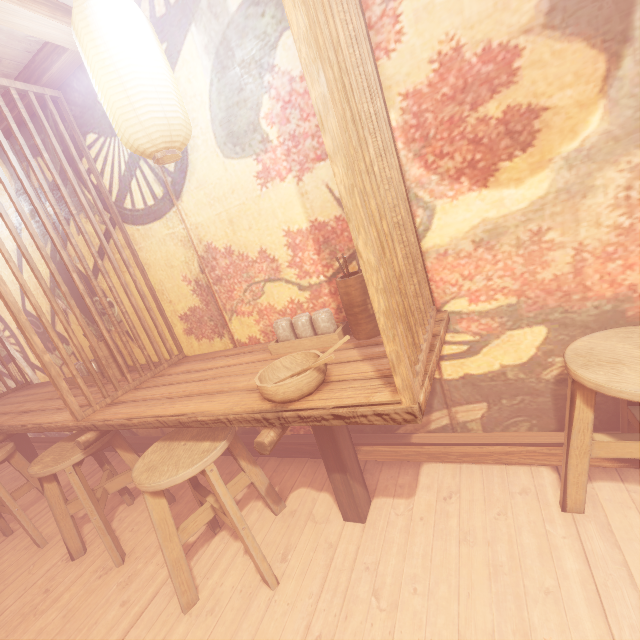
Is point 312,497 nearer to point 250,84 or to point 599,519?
point 599,519

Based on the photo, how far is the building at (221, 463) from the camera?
4.3 meters

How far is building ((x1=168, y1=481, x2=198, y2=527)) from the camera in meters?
3.9

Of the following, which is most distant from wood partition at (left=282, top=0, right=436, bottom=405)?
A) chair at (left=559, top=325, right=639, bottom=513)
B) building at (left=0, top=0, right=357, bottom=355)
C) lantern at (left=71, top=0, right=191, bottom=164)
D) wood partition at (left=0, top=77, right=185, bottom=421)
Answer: wood partition at (left=0, top=77, right=185, bottom=421)

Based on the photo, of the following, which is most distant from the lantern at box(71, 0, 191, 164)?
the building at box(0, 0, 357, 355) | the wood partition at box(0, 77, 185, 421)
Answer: the wood partition at box(0, 77, 185, 421)

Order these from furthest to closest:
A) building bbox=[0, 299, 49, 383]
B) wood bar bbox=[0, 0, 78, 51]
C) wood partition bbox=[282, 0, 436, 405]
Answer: building bbox=[0, 299, 49, 383] < wood bar bbox=[0, 0, 78, 51] < wood partition bbox=[282, 0, 436, 405]

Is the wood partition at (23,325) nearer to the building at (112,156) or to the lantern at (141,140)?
the building at (112,156)
